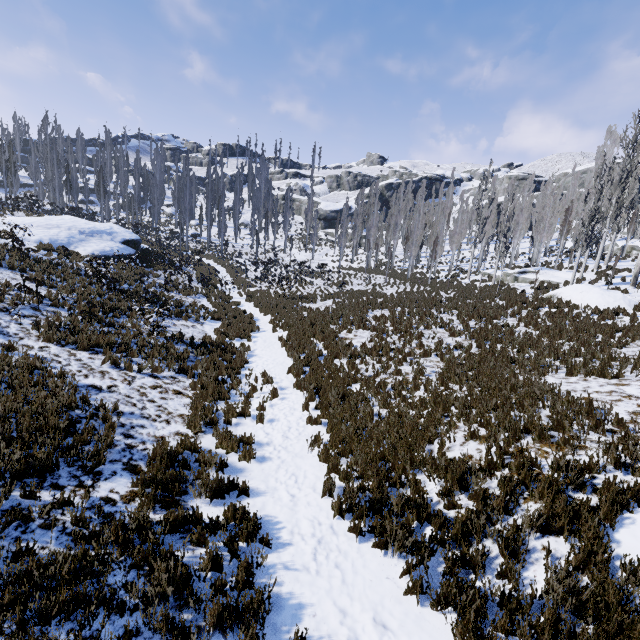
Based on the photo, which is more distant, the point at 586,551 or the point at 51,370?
the point at 51,370

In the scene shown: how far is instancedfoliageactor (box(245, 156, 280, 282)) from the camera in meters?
34.2 m

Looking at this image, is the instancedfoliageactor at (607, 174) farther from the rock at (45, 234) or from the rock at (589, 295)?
the rock at (45, 234)

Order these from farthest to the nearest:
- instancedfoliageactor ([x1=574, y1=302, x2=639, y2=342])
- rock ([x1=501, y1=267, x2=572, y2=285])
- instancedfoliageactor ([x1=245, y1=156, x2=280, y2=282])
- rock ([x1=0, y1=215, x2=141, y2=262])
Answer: instancedfoliageactor ([x1=245, y1=156, x2=280, y2=282]) → rock ([x1=501, y1=267, x2=572, y2=285]) → rock ([x1=0, y1=215, x2=141, y2=262]) → instancedfoliageactor ([x1=574, y1=302, x2=639, y2=342])

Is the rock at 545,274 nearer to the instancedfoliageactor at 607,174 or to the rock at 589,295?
the instancedfoliageactor at 607,174

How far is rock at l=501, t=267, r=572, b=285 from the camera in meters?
23.3

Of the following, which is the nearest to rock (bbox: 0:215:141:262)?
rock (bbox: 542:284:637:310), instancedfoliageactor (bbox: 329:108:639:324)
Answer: instancedfoliageactor (bbox: 329:108:639:324)

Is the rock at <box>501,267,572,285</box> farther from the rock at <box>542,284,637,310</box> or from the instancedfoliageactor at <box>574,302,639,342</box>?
the rock at <box>542,284,637,310</box>
